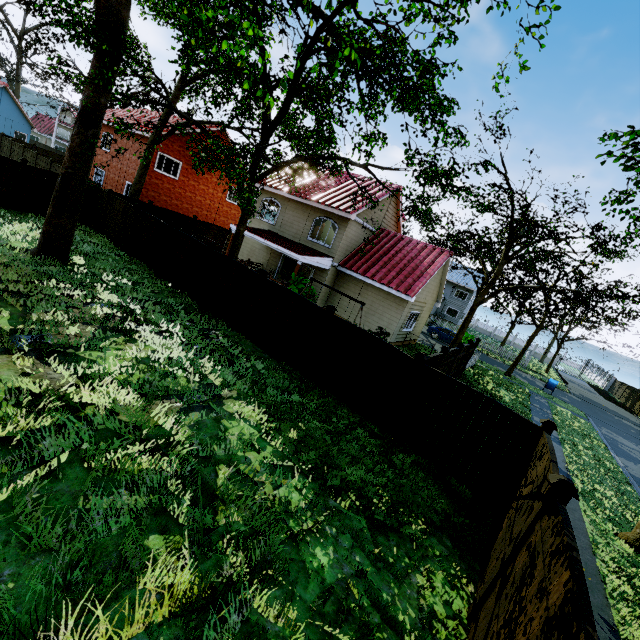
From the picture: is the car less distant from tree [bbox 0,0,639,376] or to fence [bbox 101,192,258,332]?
tree [bbox 0,0,639,376]

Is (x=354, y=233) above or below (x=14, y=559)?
above

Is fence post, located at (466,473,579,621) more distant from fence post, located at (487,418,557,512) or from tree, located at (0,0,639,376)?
tree, located at (0,0,639,376)

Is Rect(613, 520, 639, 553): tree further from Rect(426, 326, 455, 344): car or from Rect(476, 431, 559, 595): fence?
Rect(426, 326, 455, 344): car

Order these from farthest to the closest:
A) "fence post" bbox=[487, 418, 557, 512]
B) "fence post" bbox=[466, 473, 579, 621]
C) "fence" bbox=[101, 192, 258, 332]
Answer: "fence" bbox=[101, 192, 258, 332]
"fence post" bbox=[487, 418, 557, 512]
"fence post" bbox=[466, 473, 579, 621]

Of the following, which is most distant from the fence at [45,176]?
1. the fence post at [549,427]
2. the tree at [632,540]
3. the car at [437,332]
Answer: the car at [437,332]

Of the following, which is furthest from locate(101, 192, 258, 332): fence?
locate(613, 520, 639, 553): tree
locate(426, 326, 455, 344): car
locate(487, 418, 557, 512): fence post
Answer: locate(426, 326, 455, 344): car

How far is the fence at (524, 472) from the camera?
4.9 meters
